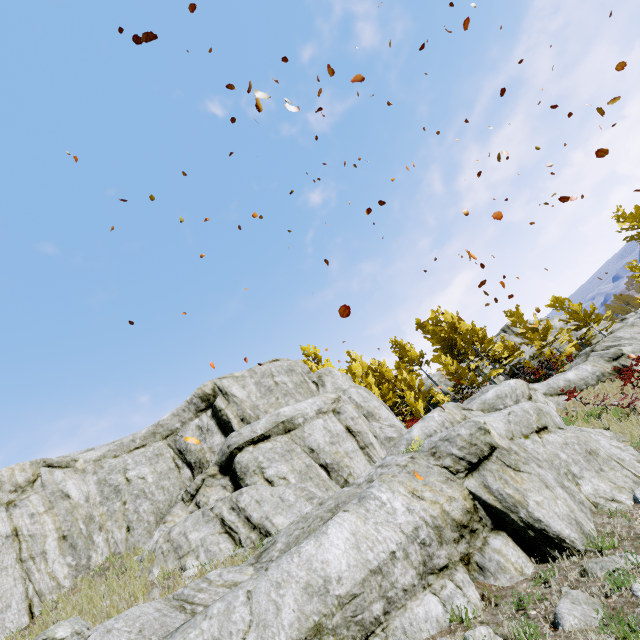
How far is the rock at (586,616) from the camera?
3.18m

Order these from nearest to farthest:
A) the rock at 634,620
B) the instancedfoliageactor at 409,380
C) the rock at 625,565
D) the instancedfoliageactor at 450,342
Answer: the rock at 634,620 < the rock at 625,565 < the instancedfoliageactor at 409,380 < the instancedfoliageactor at 450,342

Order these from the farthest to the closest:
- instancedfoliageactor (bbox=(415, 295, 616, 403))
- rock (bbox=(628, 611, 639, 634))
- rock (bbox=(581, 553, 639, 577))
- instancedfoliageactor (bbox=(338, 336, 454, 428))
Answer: instancedfoliageactor (bbox=(415, 295, 616, 403)) → instancedfoliageactor (bbox=(338, 336, 454, 428)) → rock (bbox=(581, 553, 639, 577)) → rock (bbox=(628, 611, 639, 634))

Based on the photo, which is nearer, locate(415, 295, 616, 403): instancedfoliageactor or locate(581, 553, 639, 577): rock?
locate(581, 553, 639, 577): rock

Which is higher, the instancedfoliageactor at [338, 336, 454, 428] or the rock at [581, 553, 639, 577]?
the instancedfoliageactor at [338, 336, 454, 428]

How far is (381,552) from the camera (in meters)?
4.33

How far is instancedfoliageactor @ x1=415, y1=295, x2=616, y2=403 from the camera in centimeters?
2543cm
